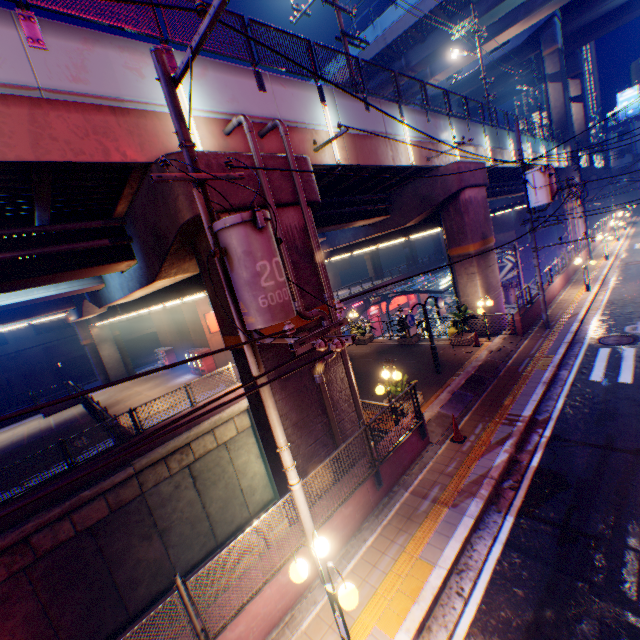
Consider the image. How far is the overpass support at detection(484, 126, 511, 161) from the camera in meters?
21.1 m

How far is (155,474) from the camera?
14.3m

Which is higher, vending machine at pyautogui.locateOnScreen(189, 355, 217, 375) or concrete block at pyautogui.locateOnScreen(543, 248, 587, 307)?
vending machine at pyautogui.locateOnScreen(189, 355, 217, 375)

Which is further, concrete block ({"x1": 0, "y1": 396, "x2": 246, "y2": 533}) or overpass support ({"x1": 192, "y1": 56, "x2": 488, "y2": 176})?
concrete block ({"x1": 0, "y1": 396, "x2": 246, "y2": 533})

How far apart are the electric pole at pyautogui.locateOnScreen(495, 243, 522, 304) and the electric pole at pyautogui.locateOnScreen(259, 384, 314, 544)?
22.73m

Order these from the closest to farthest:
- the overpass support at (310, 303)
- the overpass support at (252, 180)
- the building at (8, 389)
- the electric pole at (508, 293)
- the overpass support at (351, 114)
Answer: the overpass support at (252, 180) → the overpass support at (310, 303) → the overpass support at (351, 114) → the electric pole at (508, 293) → the building at (8, 389)

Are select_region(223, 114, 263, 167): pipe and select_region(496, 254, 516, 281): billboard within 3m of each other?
no

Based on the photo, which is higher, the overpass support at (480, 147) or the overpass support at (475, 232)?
the overpass support at (480, 147)
